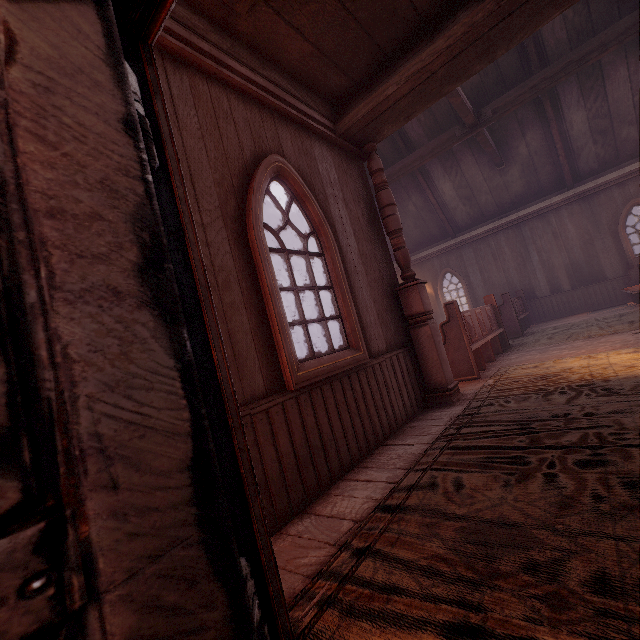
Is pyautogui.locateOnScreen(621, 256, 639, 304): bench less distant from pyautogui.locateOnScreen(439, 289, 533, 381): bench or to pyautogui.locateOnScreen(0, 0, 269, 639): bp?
pyautogui.locateOnScreen(439, 289, 533, 381): bench

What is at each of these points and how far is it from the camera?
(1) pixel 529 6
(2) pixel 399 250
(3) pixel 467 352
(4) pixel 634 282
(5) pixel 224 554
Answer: (1) building, 3.14m
(2) pillars, 4.43m
(3) bench, 5.16m
(4) bench, 9.53m
(5) bp, 0.67m

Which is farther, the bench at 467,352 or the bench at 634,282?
the bench at 634,282

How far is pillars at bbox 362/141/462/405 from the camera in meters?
4.2 m

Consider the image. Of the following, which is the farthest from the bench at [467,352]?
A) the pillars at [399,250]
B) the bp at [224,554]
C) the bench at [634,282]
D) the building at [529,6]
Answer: the bp at [224,554]

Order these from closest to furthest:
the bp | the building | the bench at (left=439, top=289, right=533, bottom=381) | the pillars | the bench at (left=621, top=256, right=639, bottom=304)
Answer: the bp
the building
the pillars
the bench at (left=439, top=289, right=533, bottom=381)
the bench at (left=621, top=256, right=639, bottom=304)

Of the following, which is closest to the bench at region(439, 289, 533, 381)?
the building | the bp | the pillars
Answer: the building

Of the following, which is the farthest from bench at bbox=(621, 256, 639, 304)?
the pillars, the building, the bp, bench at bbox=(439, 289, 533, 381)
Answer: the bp
